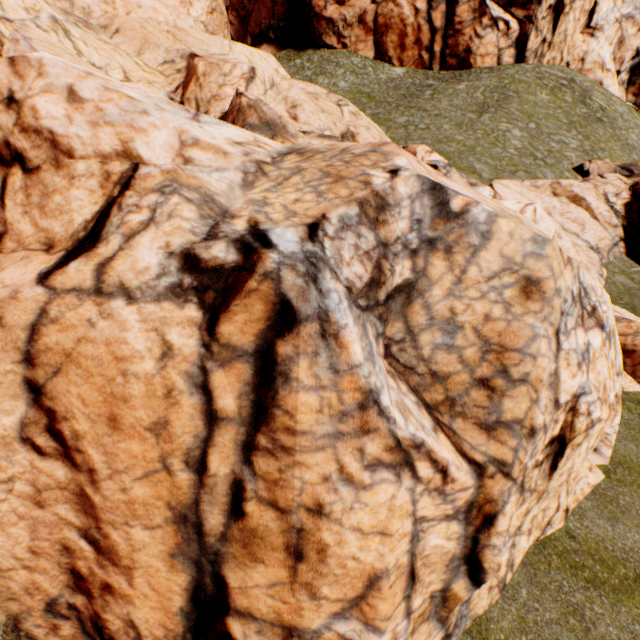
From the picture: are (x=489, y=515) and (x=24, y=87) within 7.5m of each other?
no
